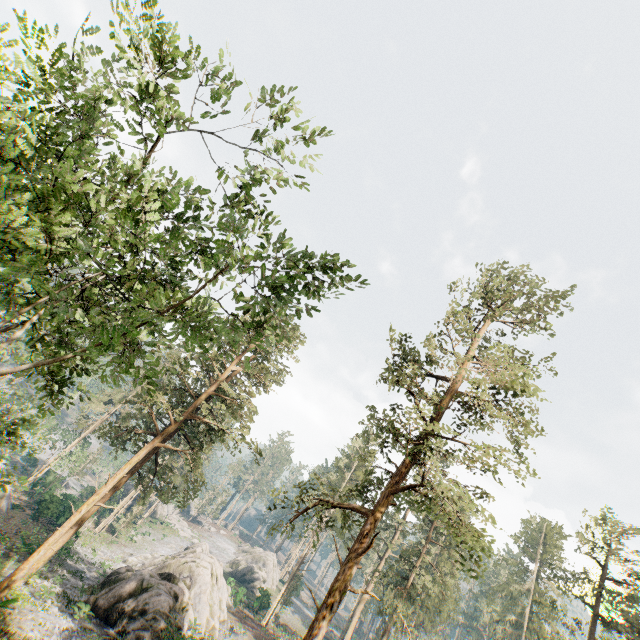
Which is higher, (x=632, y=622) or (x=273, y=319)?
(x=632, y=622)

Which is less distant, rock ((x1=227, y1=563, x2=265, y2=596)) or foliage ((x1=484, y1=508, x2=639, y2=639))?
foliage ((x1=484, y1=508, x2=639, y2=639))

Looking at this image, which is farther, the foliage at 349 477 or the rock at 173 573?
the rock at 173 573

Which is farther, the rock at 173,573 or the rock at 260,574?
the rock at 260,574

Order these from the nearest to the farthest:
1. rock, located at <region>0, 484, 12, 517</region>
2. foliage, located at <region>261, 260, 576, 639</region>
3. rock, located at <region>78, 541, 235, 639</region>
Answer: foliage, located at <region>261, 260, 576, 639</region>, rock, located at <region>78, 541, 235, 639</region>, rock, located at <region>0, 484, 12, 517</region>

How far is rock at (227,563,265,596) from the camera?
55.7 meters
